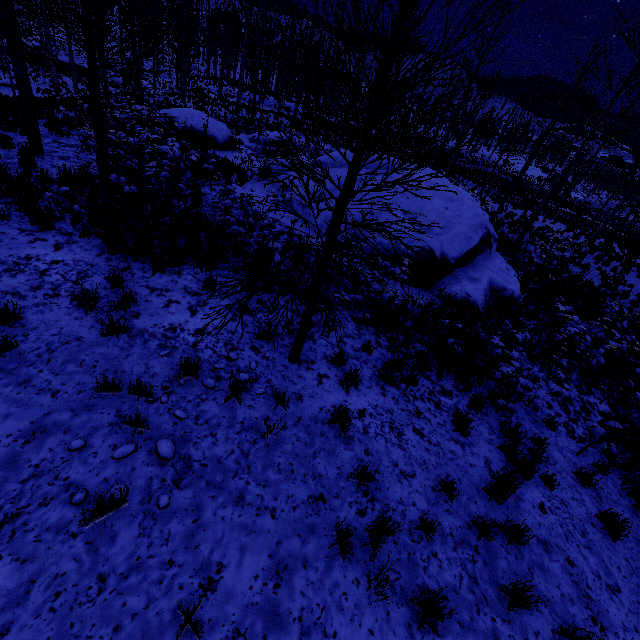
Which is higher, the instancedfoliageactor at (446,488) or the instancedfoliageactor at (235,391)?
the instancedfoliageactor at (235,391)

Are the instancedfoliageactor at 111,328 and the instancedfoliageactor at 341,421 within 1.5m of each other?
no

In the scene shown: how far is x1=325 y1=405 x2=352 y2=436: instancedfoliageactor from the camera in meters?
4.5

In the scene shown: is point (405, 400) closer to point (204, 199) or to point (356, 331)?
Result: point (356, 331)

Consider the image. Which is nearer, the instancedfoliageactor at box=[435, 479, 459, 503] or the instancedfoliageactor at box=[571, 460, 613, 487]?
the instancedfoliageactor at box=[435, 479, 459, 503]

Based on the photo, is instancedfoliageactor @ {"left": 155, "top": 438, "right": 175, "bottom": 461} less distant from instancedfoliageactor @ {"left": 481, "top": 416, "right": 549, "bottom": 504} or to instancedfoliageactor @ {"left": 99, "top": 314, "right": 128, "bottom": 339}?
instancedfoliageactor @ {"left": 481, "top": 416, "right": 549, "bottom": 504}

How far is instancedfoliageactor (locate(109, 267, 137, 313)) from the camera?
5.2 meters
